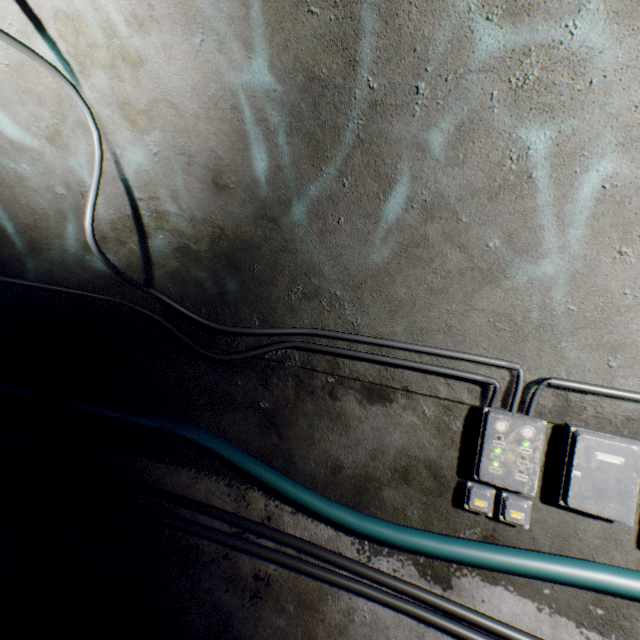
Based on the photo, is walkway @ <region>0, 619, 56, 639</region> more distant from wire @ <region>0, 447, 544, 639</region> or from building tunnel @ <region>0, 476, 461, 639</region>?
wire @ <region>0, 447, 544, 639</region>

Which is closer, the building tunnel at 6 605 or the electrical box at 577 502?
the electrical box at 577 502

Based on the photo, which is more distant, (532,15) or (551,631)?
(551,631)

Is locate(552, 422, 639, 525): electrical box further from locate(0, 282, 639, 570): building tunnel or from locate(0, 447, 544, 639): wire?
locate(0, 447, 544, 639): wire

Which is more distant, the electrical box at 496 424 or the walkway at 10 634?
the walkway at 10 634

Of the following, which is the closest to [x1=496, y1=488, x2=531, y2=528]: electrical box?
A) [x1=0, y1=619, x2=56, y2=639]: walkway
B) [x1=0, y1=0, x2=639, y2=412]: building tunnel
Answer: [x1=0, y1=0, x2=639, y2=412]: building tunnel

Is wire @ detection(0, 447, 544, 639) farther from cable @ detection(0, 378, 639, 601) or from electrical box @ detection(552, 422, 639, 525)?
electrical box @ detection(552, 422, 639, 525)

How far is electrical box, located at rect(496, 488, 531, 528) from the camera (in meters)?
1.69
